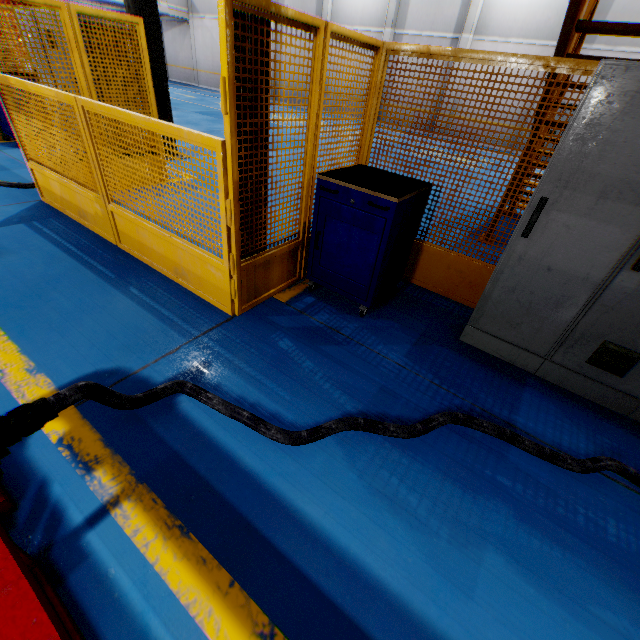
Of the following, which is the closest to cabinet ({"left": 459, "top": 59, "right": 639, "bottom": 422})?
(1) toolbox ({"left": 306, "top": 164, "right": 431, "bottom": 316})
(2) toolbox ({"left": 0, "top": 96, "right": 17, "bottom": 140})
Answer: (1) toolbox ({"left": 306, "top": 164, "right": 431, "bottom": 316})

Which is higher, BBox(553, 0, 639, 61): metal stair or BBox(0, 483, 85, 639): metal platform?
BBox(553, 0, 639, 61): metal stair

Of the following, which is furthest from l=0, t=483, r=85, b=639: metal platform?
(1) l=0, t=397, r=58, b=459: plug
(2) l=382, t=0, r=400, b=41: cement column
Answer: (2) l=382, t=0, r=400, b=41: cement column

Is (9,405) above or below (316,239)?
below

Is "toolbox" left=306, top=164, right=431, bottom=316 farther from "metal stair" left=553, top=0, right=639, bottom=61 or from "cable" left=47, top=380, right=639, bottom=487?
"metal stair" left=553, top=0, right=639, bottom=61

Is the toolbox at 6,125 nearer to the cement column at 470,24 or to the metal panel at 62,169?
the metal panel at 62,169

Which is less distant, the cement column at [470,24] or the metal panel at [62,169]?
the metal panel at [62,169]

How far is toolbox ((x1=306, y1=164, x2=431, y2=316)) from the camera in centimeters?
271cm
